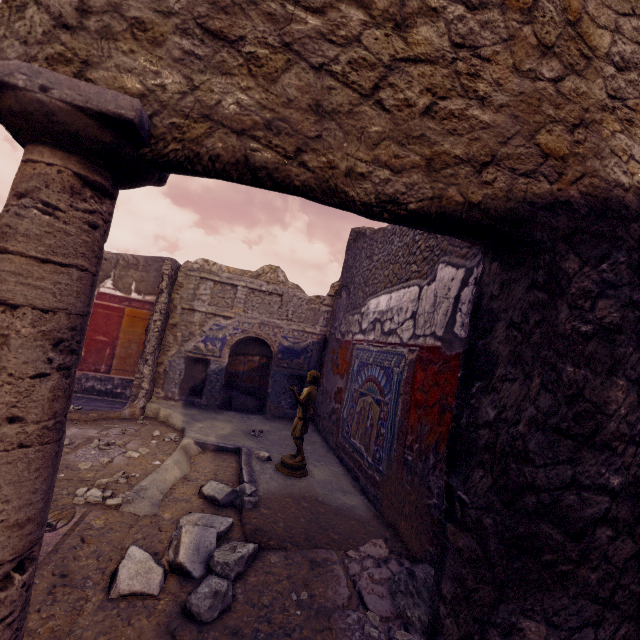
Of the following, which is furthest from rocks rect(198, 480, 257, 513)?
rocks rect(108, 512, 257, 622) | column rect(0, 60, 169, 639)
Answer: column rect(0, 60, 169, 639)

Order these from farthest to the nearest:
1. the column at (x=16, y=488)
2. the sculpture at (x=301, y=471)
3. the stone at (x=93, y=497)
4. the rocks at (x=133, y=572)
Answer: the sculpture at (x=301, y=471) < the stone at (x=93, y=497) < the rocks at (x=133, y=572) < the column at (x=16, y=488)

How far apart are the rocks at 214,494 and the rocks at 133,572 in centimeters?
25cm

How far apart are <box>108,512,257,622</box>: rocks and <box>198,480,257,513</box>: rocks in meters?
0.3 m

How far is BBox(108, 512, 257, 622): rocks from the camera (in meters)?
1.86

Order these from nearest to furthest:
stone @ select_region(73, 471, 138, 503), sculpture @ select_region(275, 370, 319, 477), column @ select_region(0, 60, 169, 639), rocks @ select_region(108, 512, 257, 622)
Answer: column @ select_region(0, 60, 169, 639)
rocks @ select_region(108, 512, 257, 622)
stone @ select_region(73, 471, 138, 503)
sculpture @ select_region(275, 370, 319, 477)

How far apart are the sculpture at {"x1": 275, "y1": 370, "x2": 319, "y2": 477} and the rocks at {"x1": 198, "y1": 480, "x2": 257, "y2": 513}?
0.5m

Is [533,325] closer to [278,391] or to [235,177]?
[235,177]
